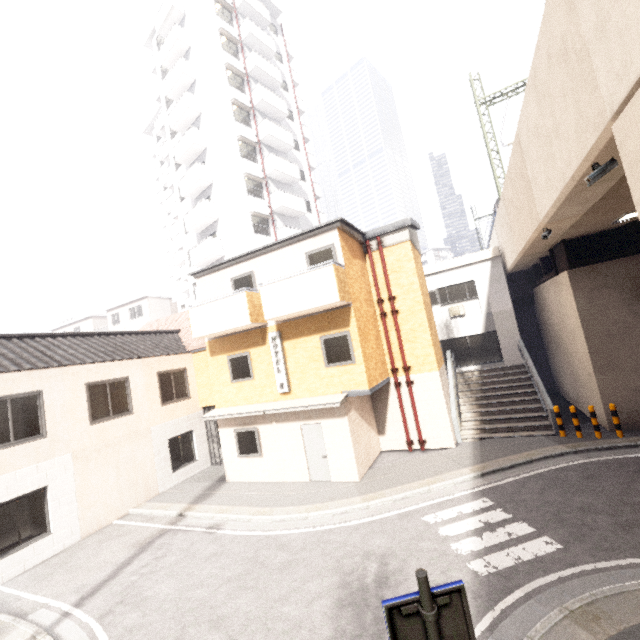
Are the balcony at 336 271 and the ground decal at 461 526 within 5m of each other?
no

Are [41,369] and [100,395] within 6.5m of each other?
yes

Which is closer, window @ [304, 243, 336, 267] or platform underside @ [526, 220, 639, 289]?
platform underside @ [526, 220, 639, 289]

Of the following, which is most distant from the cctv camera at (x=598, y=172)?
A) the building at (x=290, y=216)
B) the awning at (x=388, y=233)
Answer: the building at (x=290, y=216)

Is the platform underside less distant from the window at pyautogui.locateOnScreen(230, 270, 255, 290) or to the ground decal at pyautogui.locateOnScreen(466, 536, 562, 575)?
the ground decal at pyautogui.locateOnScreen(466, 536, 562, 575)

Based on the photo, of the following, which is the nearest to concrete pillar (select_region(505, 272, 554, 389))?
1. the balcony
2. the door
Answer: the balcony

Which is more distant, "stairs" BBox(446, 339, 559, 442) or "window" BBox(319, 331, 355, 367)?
"stairs" BBox(446, 339, 559, 442)

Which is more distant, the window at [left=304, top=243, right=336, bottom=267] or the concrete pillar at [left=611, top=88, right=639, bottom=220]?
the window at [left=304, top=243, right=336, bottom=267]
